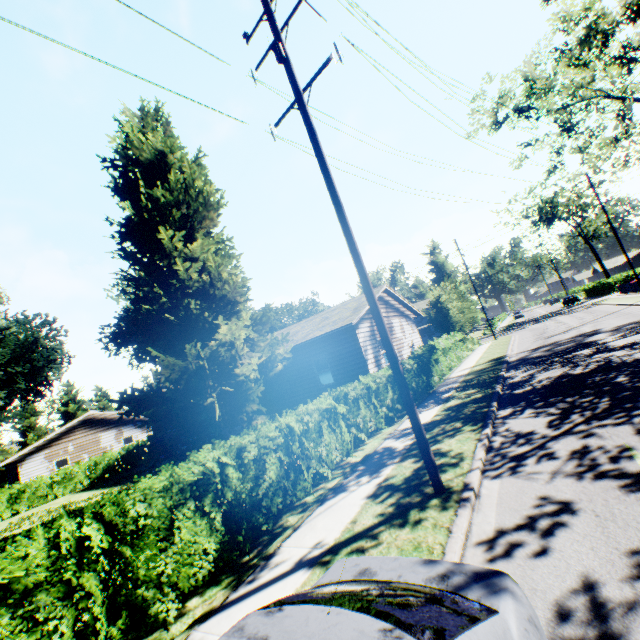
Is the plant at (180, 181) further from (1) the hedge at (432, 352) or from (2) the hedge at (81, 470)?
(1) the hedge at (432, 352)

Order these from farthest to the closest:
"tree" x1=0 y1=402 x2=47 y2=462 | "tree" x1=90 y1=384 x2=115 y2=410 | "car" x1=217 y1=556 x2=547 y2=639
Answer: "tree" x1=90 y1=384 x2=115 y2=410 < "tree" x1=0 y1=402 x2=47 y2=462 < "car" x1=217 y1=556 x2=547 y2=639

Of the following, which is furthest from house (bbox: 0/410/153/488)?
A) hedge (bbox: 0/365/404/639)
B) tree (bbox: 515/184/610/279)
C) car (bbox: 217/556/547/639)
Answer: tree (bbox: 515/184/610/279)

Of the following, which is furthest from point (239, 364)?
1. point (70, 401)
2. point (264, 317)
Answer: point (70, 401)

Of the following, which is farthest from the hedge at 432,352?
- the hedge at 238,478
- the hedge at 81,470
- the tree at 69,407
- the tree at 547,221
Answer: the tree at 547,221

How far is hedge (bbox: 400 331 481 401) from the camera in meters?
15.4 m

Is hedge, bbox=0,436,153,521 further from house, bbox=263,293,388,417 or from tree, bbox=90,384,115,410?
house, bbox=263,293,388,417

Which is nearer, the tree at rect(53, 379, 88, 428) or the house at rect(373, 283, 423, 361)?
the house at rect(373, 283, 423, 361)
